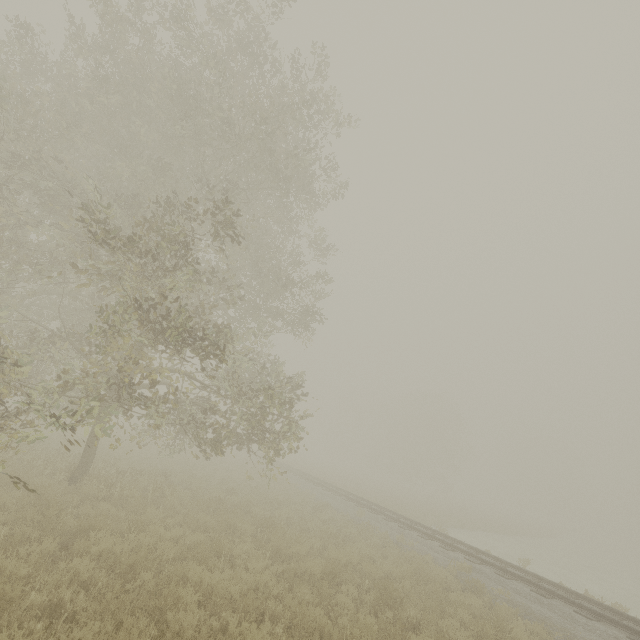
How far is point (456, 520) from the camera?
27.12m
